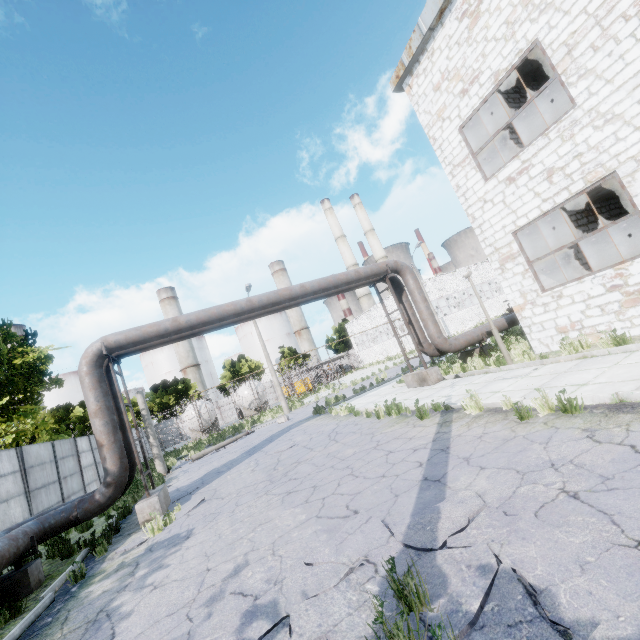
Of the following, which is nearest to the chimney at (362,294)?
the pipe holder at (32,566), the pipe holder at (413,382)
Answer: the pipe holder at (413,382)

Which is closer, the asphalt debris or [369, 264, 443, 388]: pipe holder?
the asphalt debris

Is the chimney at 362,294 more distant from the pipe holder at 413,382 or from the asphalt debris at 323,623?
the asphalt debris at 323,623

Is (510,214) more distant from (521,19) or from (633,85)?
(521,19)

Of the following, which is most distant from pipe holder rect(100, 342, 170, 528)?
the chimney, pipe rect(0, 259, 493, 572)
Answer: the chimney

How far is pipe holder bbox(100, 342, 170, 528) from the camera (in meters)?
8.45

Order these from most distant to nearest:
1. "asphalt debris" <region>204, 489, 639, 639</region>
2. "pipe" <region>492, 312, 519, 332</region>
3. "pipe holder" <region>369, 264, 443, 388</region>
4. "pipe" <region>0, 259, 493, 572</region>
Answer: "pipe" <region>492, 312, 519, 332</region> < "pipe holder" <region>369, 264, 443, 388</region> < "pipe" <region>0, 259, 493, 572</region> < "asphalt debris" <region>204, 489, 639, 639</region>

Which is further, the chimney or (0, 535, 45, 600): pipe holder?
the chimney
